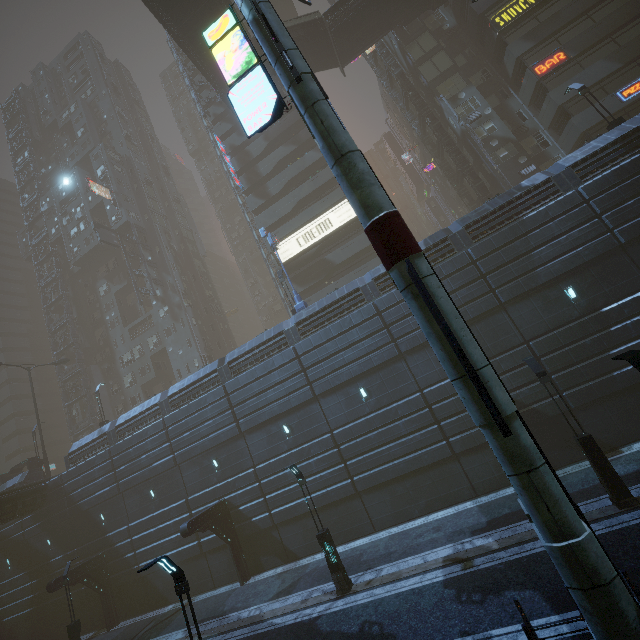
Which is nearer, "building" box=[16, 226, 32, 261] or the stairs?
the stairs

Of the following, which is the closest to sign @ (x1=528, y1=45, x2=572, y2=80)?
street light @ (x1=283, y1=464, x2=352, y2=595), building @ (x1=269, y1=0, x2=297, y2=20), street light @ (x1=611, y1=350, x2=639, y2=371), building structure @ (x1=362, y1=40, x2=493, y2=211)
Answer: building @ (x1=269, y1=0, x2=297, y2=20)

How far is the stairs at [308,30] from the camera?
29.9m

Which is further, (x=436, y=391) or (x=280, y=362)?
(x=280, y=362)

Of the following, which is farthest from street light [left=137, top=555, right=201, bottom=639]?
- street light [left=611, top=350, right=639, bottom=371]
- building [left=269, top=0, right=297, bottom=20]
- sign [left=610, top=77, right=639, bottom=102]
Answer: sign [left=610, top=77, right=639, bottom=102]

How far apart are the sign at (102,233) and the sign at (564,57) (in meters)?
49.73

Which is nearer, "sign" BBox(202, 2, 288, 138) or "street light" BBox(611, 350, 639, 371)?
"street light" BBox(611, 350, 639, 371)

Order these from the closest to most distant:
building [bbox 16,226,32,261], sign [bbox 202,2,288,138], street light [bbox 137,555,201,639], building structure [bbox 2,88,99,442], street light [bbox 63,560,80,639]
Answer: street light [bbox 137,555,201,639] < sign [bbox 202,2,288,138] < street light [bbox 63,560,80,639] < building structure [bbox 2,88,99,442] < building [bbox 16,226,32,261]
